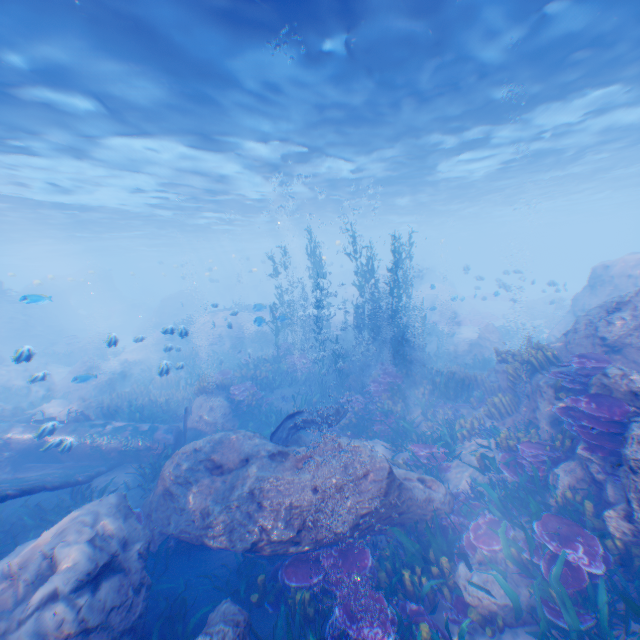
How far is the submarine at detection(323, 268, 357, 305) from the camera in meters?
49.4

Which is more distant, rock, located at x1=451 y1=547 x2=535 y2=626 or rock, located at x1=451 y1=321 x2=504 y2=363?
rock, located at x1=451 y1=321 x2=504 y2=363

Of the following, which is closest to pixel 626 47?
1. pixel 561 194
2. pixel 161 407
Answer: pixel 161 407

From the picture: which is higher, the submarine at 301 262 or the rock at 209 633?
the submarine at 301 262

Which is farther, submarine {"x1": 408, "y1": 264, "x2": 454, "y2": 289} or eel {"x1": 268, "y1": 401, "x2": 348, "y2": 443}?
submarine {"x1": 408, "y1": 264, "x2": 454, "y2": 289}

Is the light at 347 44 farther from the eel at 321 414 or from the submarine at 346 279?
the eel at 321 414

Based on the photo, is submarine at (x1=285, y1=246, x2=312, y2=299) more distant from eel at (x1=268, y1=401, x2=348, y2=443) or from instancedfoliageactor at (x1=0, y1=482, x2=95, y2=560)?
eel at (x1=268, y1=401, x2=348, y2=443)

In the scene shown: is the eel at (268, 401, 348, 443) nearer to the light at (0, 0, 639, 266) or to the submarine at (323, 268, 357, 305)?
the submarine at (323, 268, 357, 305)
